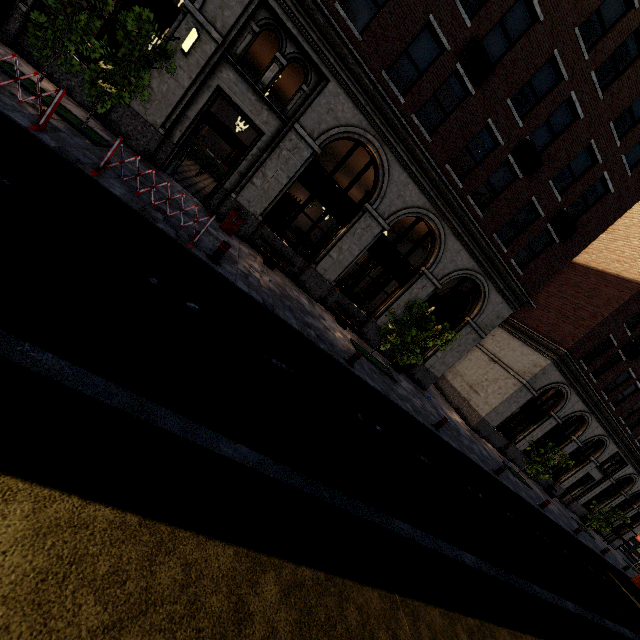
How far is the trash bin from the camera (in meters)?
10.95

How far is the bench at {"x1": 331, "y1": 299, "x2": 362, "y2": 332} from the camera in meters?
13.7 m

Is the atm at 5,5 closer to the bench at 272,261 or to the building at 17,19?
the building at 17,19

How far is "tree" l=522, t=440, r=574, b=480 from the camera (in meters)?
17.97

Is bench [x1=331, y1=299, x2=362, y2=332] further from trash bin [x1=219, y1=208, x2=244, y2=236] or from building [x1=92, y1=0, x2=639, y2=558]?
trash bin [x1=219, y1=208, x2=244, y2=236]

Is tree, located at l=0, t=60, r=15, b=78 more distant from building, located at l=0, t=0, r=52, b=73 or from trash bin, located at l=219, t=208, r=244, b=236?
trash bin, located at l=219, t=208, r=244, b=236

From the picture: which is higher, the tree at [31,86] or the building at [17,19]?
the building at [17,19]

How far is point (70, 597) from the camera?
1.7m
